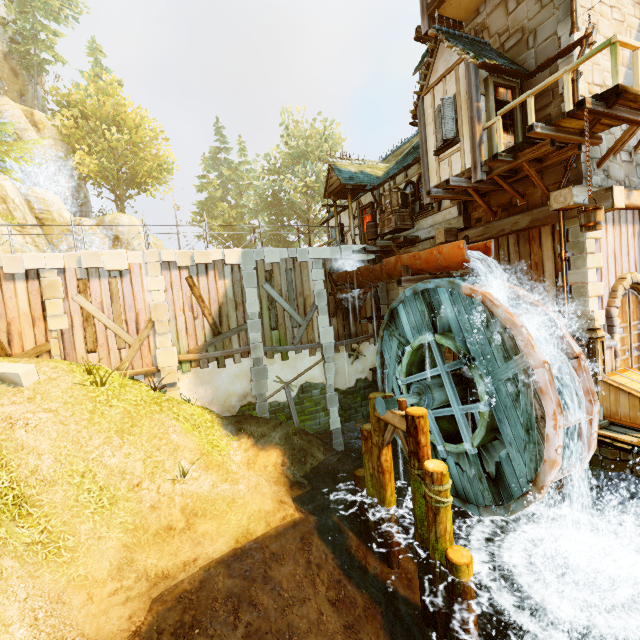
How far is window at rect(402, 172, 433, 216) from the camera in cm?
1267

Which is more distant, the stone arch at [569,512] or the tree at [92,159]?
the tree at [92,159]

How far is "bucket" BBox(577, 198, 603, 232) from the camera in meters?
6.2

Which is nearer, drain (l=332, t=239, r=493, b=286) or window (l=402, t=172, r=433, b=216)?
drain (l=332, t=239, r=493, b=286)

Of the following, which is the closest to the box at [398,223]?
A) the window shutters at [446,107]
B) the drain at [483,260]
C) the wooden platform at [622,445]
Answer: the drain at [483,260]

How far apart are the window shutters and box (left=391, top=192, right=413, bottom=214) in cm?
379

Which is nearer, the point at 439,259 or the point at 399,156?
the point at 439,259

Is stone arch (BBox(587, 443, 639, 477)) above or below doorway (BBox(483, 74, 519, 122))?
below
